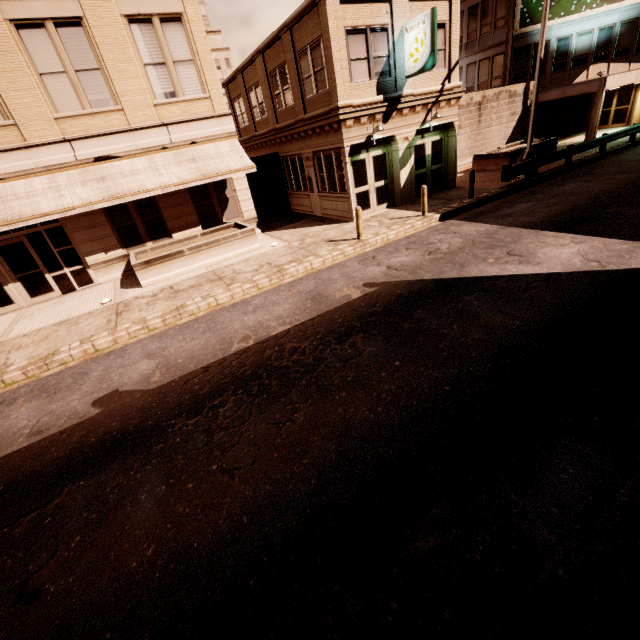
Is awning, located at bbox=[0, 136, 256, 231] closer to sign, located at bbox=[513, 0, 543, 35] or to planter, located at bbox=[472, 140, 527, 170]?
planter, located at bbox=[472, 140, 527, 170]

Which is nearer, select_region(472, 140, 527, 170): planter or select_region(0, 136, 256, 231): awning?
select_region(0, 136, 256, 231): awning

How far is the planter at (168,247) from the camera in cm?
1240

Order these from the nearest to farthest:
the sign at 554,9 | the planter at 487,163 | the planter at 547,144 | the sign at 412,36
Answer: the sign at 412,36 < the planter at 487,163 < the planter at 547,144 < the sign at 554,9

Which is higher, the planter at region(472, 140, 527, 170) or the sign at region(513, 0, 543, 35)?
the sign at region(513, 0, 543, 35)

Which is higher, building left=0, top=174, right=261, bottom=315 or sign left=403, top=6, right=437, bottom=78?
sign left=403, top=6, right=437, bottom=78

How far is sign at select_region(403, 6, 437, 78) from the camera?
12.2 meters

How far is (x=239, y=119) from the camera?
22.7m
